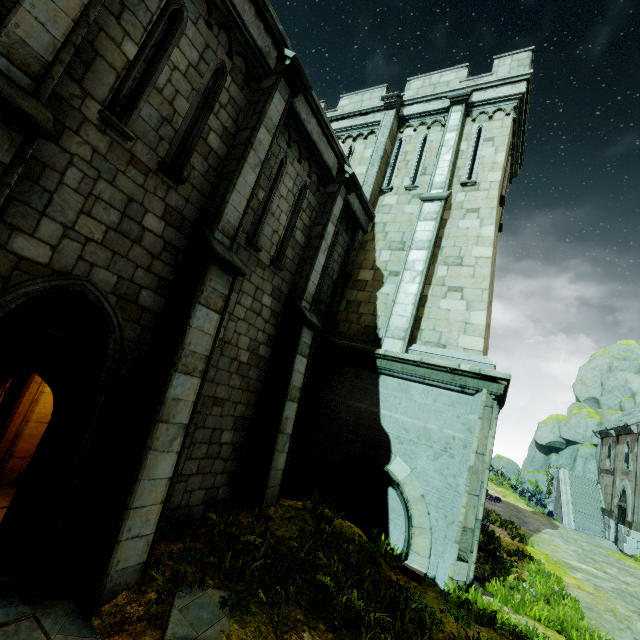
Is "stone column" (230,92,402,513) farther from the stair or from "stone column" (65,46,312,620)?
the stair

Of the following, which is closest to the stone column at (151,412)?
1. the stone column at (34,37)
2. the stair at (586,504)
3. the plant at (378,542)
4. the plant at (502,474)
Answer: the plant at (378,542)

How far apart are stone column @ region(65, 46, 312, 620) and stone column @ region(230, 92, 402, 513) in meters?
2.3 m

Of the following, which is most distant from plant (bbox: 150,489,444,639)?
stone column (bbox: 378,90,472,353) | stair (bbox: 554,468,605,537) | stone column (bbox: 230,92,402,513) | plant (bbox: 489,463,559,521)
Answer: plant (bbox: 489,463,559,521)

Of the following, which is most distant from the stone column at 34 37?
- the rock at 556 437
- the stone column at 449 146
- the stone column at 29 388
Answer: the rock at 556 437

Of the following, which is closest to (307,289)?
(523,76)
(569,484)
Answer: (523,76)

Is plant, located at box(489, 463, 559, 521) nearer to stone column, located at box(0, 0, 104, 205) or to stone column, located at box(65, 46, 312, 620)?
stone column, located at box(65, 46, 312, 620)

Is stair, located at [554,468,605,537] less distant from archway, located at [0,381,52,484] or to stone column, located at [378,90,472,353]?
stone column, located at [378,90,472,353]
